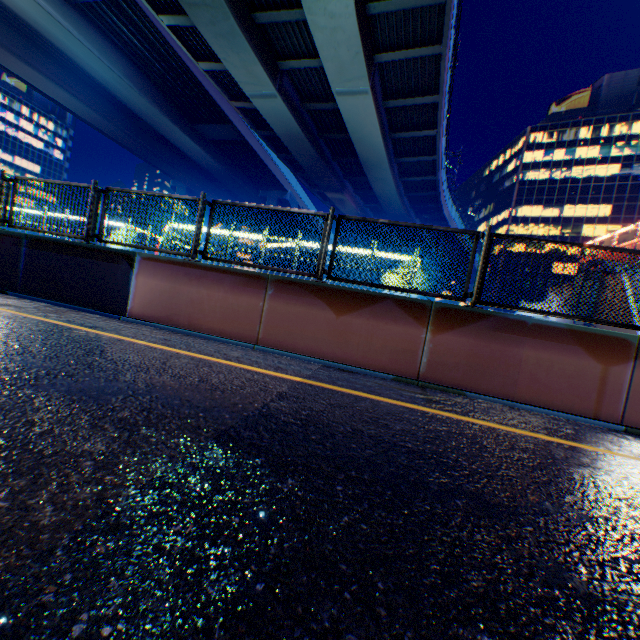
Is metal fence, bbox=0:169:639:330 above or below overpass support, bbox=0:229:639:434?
above

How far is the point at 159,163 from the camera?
36.6m

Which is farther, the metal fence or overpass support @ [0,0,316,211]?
overpass support @ [0,0,316,211]

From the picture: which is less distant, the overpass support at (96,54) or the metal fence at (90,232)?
the metal fence at (90,232)

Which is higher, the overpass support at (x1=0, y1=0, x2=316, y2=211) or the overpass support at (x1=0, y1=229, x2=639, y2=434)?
the overpass support at (x1=0, y1=0, x2=316, y2=211)

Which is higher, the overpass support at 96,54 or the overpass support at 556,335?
the overpass support at 96,54

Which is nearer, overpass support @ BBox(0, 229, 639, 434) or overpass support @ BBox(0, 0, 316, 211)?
overpass support @ BBox(0, 229, 639, 434)
